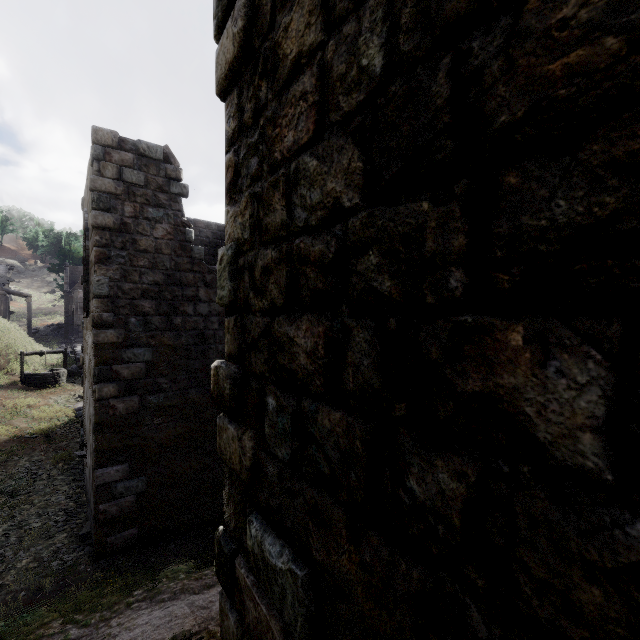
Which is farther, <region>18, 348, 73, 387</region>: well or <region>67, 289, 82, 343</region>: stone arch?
<region>67, 289, 82, 343</region>: stone arch

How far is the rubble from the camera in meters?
15.6

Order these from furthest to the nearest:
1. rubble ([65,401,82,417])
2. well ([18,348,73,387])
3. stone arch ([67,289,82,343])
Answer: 1. stone arch ([67,289,82,343])
2. well ([18,348,73,387])
3. rubble ([65,401,82,417])

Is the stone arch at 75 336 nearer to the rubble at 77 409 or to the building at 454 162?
the building at 454 162

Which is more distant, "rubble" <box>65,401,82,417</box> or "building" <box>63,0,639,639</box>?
"rubble" <box>65,401,82,417</box>

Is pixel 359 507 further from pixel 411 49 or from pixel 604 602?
pixel 411 49

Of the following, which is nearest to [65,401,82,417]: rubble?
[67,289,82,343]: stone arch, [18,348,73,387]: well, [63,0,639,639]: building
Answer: [63,0,639,639]: building

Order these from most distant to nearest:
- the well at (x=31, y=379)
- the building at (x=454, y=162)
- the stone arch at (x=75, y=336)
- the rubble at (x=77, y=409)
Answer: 1. the stone arch at (x=75, y=336)
2. the well at (x=31, y=379)
3. the rubble at (x=77, y=409)
4. the building at (x=454, y=162)
